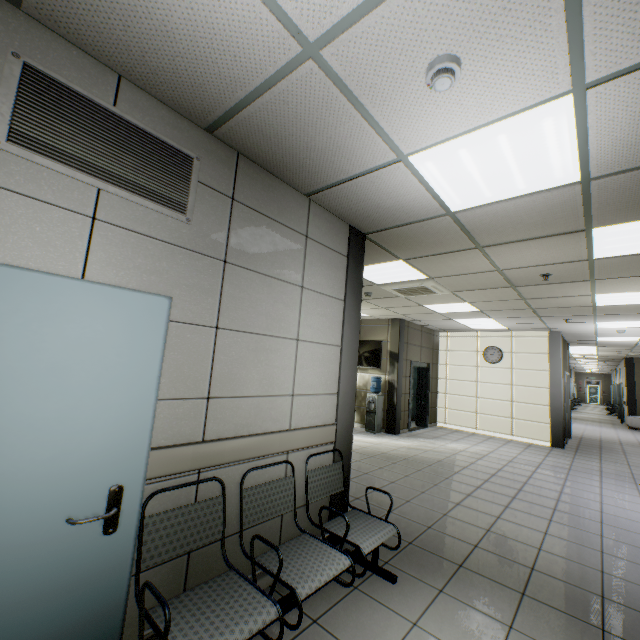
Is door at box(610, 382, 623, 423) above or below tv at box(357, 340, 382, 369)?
below

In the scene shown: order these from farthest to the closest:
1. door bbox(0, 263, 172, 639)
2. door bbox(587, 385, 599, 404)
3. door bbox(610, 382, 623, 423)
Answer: door bbox(587, 385, 599, 404) < door bbox(610, 382, 623, 423) < door bbox(0, 263, 172, 639)

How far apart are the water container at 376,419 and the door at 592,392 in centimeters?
3684cm

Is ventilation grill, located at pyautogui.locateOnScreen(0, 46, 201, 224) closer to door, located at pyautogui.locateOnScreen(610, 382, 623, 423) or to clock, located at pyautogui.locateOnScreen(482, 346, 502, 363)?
clock, located at pyautogui.locateOnScreen(482, 346, 502, 363)

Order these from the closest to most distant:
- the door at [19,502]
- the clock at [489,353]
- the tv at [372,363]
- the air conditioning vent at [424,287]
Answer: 1. the door at [19,502]
2. the air conditioning vent at [424,287]
3. the tv at [372,363]
4. the clock at [489,353]

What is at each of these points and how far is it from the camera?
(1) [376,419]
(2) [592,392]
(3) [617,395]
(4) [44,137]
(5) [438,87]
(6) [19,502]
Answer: (1) water container, 8.8m
(2) door, 33.9m
(3) door, 19.0m
(4) ventilation grill, 1.6m
(5) fire alarm, 1.6m
(6) door, 1.3m

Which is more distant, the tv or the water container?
the tv

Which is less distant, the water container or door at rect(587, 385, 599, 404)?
the water container
